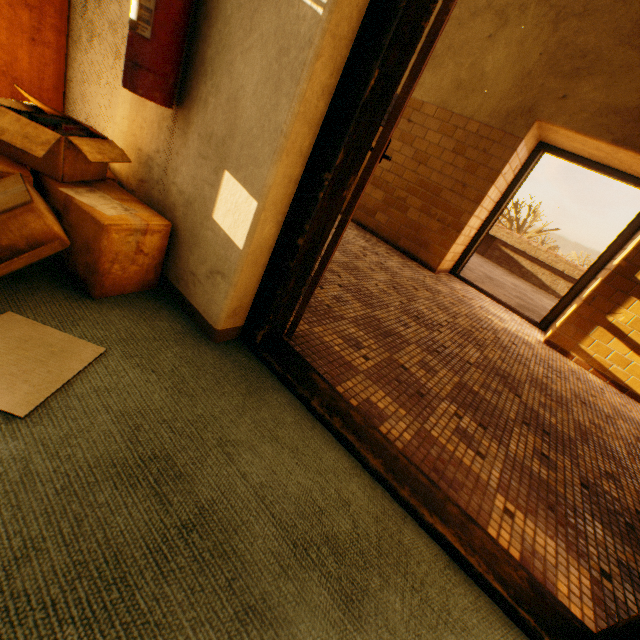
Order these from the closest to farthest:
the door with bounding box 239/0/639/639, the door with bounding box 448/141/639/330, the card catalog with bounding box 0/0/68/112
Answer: the door with bounding box 239/0/639/639
the card catalog with bounding box 0/0/68/112
the door with bounding box 448/141/639/330

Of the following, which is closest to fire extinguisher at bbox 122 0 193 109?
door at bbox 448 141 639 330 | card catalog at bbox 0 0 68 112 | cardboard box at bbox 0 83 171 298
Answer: cardboard box at bbox 0 83 171 298

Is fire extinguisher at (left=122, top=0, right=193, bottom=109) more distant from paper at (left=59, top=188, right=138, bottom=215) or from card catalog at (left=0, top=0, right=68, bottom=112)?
card catalog at (left=0, top=0, right=68, bottom=112)

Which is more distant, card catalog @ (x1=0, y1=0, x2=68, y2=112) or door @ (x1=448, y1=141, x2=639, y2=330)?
door @ (x1=448, y1=141, x2=639, y2=330)

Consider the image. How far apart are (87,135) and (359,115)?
1.16m

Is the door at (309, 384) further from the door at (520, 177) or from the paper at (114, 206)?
the door at (520, 177)

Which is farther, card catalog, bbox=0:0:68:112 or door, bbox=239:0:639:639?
card catalog, bbox=0:0:68:112

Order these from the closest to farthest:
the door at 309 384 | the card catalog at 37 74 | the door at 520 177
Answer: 1. the door at 309 384
2. the card catalog at 37 74
3. the door at 520 177
